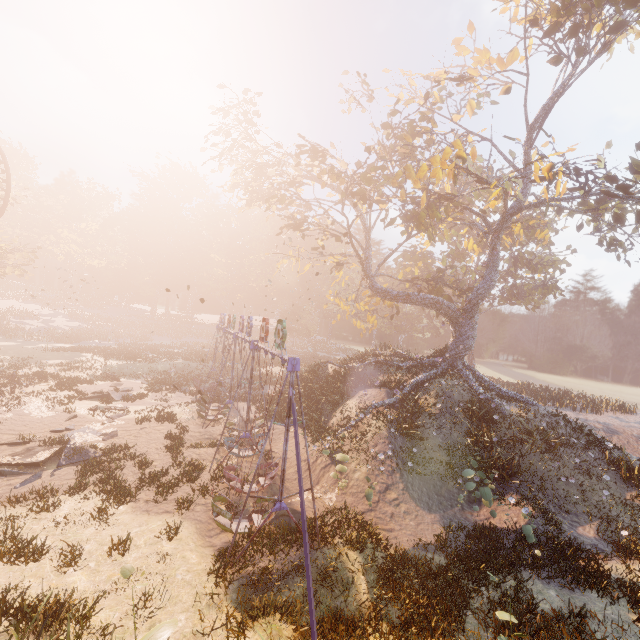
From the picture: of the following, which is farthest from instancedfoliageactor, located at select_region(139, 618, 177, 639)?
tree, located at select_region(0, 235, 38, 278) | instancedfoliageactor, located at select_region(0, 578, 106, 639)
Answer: tree, located at select_region(0, 235, 38, 278)

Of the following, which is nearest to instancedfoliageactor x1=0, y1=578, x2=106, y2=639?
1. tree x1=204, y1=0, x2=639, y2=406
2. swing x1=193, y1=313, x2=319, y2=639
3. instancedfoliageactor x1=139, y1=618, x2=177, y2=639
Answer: instancedfoliageactor x1=139, y1=618, x2=177, y2=639

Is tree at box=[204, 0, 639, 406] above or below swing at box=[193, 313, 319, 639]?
above

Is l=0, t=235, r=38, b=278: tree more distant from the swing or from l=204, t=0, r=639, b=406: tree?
l=204, t=0, r=639, b=406: tree

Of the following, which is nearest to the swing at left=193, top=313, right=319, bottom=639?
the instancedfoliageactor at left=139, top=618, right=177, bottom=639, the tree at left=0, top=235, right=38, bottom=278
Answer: the instancedfoliageactor at left=139, top=618, right=177, bottom=639

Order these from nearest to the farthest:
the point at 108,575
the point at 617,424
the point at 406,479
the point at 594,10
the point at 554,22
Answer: the point at 108,575 < the point at 406,479 < the point at 554,22 < the point at 594,10 < the point at 617,424

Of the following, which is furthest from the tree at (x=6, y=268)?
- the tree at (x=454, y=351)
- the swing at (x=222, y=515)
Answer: the tree at (x=454, y=351)

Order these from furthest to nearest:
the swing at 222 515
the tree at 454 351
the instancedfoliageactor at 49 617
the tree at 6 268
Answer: the tree at 6 268
the tree at 454 351
the swing at 222 515
the instancedfoliageactor at 49 617
